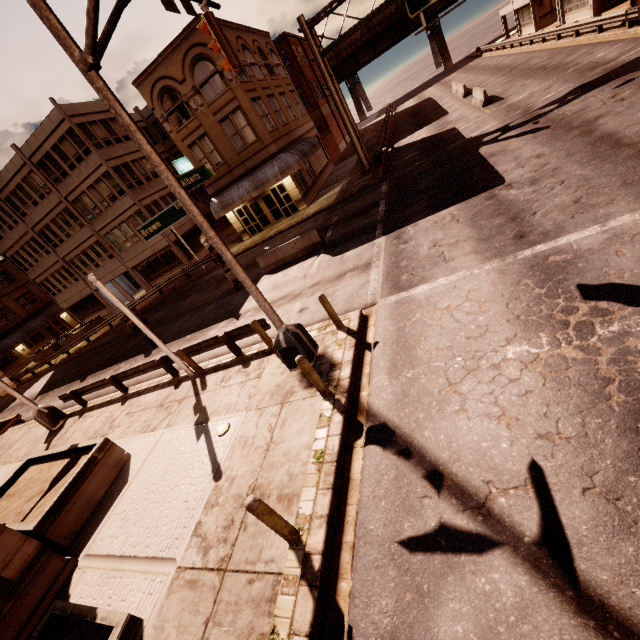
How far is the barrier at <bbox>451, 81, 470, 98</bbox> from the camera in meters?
28.7

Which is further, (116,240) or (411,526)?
(116,240)

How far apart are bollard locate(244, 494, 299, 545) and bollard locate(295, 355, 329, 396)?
2.8m

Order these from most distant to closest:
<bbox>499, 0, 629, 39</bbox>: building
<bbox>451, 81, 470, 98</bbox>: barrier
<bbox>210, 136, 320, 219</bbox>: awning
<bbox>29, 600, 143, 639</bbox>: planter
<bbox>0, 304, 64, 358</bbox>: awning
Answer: <bbox>0, 304, 64, 358</bbox>: awning → <bbox>451, 81, 470, 98</bbox>: barrier → <bbox>499, 0, 629, 39</bbox>: building → <bbox>210, 136, 320, 219</bbox>: awning → <bbox>29, 600, 143, 639</bbox>: planter

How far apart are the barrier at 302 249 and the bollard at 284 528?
13.3 meters

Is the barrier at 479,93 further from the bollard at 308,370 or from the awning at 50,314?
the awning at 50,314

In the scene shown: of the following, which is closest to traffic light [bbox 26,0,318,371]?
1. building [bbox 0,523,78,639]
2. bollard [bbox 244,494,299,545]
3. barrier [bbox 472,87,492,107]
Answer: bollard [bbox 244,494,299,545]

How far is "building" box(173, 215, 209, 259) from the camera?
32.8 meters
